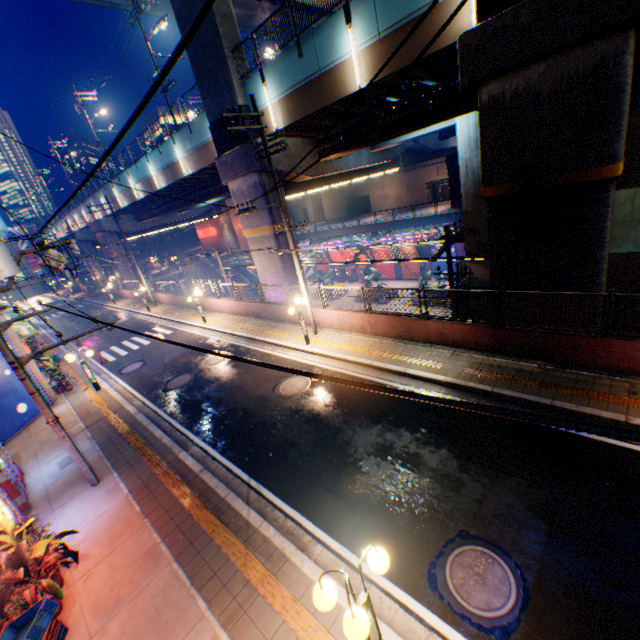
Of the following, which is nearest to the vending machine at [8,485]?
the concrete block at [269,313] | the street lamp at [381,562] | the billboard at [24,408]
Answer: the billboard at [24,408]

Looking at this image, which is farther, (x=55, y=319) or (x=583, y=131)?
(x=55, y=319)

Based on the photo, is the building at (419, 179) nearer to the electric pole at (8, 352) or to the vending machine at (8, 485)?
the electric pole at (8, 352)

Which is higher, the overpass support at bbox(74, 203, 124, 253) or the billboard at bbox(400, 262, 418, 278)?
the overpass support at bbox(74, 203, 124, 253)

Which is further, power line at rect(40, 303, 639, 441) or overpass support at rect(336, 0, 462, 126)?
overpass support at rect(336, 0, 462, 126)

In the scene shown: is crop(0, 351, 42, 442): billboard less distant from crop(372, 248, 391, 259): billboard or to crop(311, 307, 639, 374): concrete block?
crop(311, 307, 639, 374): concrete block

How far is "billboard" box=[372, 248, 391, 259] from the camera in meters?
38.4 m

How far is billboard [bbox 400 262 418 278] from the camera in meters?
36.9
